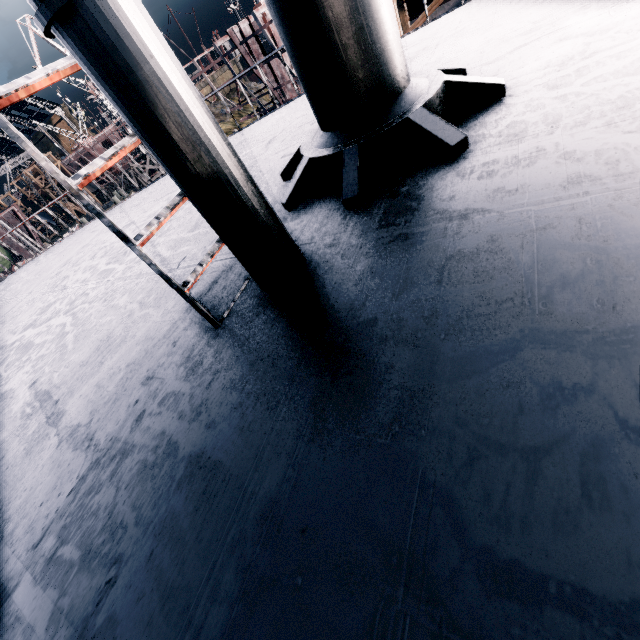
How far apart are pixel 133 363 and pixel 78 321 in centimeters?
233cm

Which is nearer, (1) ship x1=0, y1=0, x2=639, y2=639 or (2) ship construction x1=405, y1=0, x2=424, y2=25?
(1) ship x1=0, y1=0, x2=639, y2=639

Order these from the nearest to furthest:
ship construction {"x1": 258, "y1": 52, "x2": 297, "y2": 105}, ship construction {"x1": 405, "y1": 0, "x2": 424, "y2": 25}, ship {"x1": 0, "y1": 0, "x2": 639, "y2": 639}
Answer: ship {"x1": 0, "y1": 0, "x2": 639, "y2": 639} < ship construction {"x1": 405, "y1": 0, "x2": 424, "y2": 25} < ship construction {"x1": 258, "y1": 52, "x2": 297, "y2": 105}

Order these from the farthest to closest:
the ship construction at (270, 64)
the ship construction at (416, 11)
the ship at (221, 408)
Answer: the ship construction at (270, 64), the ship construction at (416, 11), the ship at (221, 408)

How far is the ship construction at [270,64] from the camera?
26.2m

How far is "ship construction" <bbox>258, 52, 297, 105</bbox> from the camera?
26.2 meters

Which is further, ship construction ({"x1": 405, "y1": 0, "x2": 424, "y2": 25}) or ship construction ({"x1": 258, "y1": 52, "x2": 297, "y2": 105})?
ship construction ({"x1": 258, "y1": 52, "x2": 297, "y2": 105})
